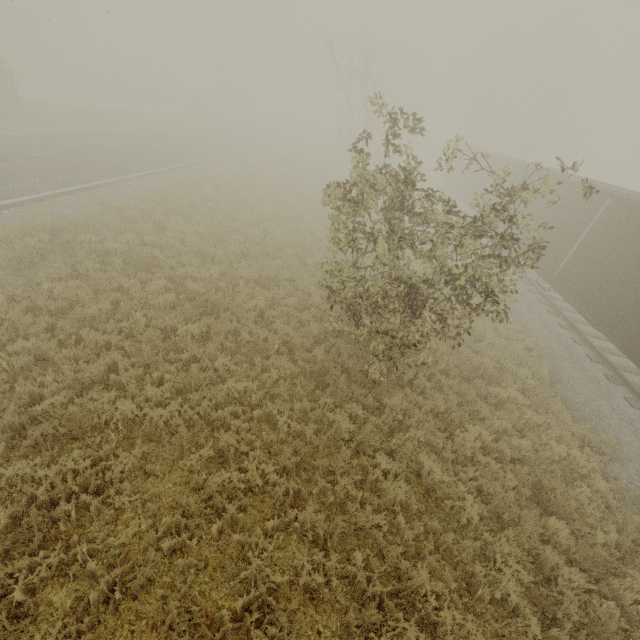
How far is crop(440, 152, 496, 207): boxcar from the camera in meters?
23.3 m

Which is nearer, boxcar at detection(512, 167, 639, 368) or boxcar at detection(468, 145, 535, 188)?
boxcar at detection(512, 167, 639, 368)

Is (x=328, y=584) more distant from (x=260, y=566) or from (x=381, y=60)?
(x=381, y=60)

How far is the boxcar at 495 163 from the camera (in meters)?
17.97

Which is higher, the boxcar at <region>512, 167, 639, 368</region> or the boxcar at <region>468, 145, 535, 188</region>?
the boxcar at <region>468, 145, 535, 188</region>

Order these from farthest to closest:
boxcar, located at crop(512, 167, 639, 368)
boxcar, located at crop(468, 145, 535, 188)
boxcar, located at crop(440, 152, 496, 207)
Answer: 1. boxcar, located at crop(440, 152, 496, 207)
2. boxcar, located at crop(468, 145, 535, 188)
3. boxcar, located at crop(512, 167, 639, 368)
